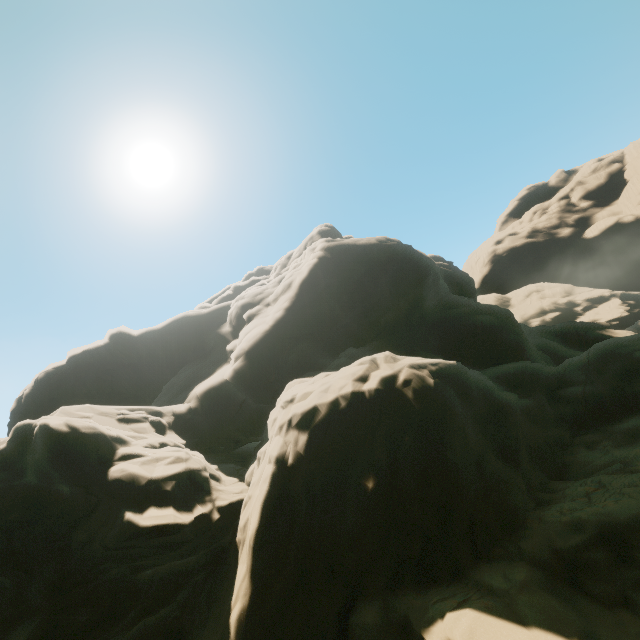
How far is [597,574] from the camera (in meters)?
7.46
